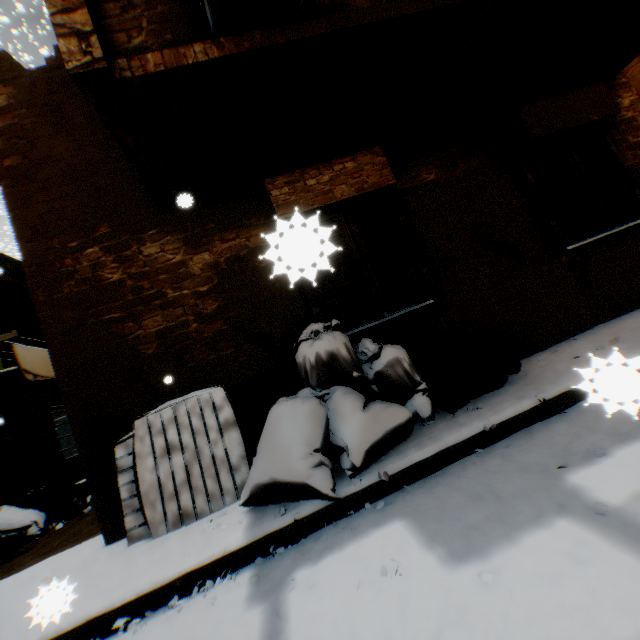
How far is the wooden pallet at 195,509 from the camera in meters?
3.2 m

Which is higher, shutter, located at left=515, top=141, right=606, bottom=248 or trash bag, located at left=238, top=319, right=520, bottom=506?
shutter, located at left=515, top=141, right=606, bottom=248

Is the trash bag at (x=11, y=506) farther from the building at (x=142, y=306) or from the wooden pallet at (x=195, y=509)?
the wooden pallet at (x=195, y=509)

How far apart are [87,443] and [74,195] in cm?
307

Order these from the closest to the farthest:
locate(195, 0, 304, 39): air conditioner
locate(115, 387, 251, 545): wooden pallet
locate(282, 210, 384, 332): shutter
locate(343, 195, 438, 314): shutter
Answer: locate(282, 210, 384, 332): shutter, locate(195, 0, 304, 39): air conditioner, locate(115, 387, 251, 545): wooden pallet, locate(343, 195, 438, 314): shutter

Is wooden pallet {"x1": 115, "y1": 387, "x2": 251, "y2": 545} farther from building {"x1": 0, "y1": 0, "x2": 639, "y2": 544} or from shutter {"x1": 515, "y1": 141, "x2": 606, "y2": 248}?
shutter {"x1": 515, "y1": 141, "x2": 606, "y2": 248}

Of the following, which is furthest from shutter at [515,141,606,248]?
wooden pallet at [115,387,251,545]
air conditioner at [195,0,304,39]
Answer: wooden pallet at [115,387,251,545]

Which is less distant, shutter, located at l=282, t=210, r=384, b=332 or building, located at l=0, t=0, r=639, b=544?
shutter, located at l=282, t=210, r=384, b=332
